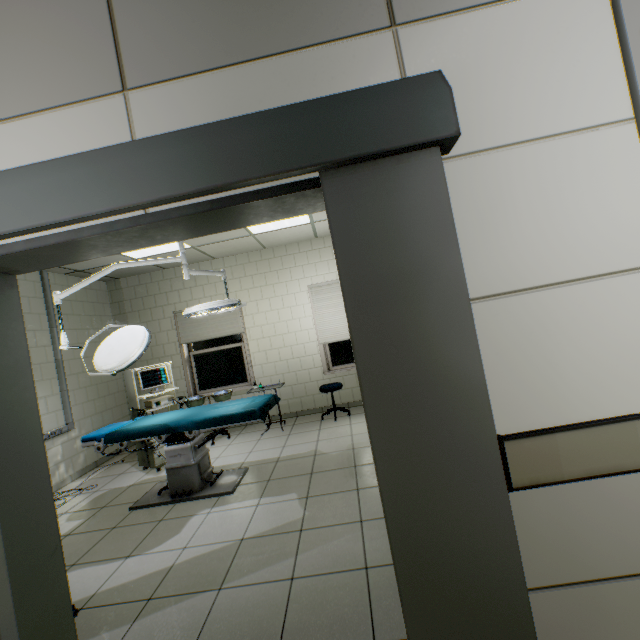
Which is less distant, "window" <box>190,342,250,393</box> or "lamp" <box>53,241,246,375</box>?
"lamp" <box>53,241,246,375</box>

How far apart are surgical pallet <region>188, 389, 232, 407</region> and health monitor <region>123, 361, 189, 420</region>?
0.2m

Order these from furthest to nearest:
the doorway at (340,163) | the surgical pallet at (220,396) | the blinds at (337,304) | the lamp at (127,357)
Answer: the blinds at (337,304)
the surgical pallet at (220,396)
the lamp at (127,357)
the doorway at (340,163)

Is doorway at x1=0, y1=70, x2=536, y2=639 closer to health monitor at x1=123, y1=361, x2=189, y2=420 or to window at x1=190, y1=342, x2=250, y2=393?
health monitor at x1=123, y1=361, x2=189, y2=420

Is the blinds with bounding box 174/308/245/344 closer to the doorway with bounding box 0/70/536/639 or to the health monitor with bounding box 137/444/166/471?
the health monitor with bounding box 137/444/166/471

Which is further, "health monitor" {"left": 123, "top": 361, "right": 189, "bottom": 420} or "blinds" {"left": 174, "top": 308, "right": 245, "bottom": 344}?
"blinds" {"left": 174, "top": 308, "right": 245, "bottom": 344}

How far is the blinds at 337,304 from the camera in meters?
6.1 m

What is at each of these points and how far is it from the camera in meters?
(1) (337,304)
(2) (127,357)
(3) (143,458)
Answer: (1) blinds, 6.1 m
(2) lamp, 3.3 m
(3) health monitor, 4.7 m
